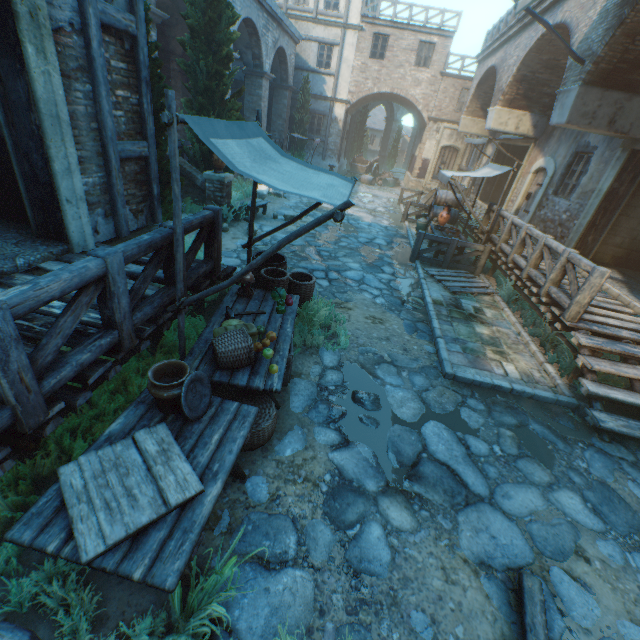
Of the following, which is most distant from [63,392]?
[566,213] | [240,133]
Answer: [566,213]

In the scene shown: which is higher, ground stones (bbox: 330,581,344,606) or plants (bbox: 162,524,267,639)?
plants (bbox: 162,524,267,639)

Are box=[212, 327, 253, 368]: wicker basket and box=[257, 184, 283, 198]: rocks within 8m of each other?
no

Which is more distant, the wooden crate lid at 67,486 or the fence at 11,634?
the wooden crate lid at 67,486

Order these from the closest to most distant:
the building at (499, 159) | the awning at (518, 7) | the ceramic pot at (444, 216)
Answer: the awning at (518, 7)
the ceramic pot at (444, 216)
the building at (499, 159)

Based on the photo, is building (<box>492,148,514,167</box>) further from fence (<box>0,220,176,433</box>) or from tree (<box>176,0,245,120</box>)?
fence (<box>0,220,176,433</box>)

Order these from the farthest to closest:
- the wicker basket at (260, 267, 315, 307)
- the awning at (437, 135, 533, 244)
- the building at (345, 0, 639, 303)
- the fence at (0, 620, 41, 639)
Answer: the awning at (437, 135, 533, 244) < the building at (345, 0, 639, 303) < the wicker basket at (260, 267, 315, 307) < the fence at (0, 620, 41, 639)

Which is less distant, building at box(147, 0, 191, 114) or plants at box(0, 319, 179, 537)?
plants at box(0, 319, 179, 537)
